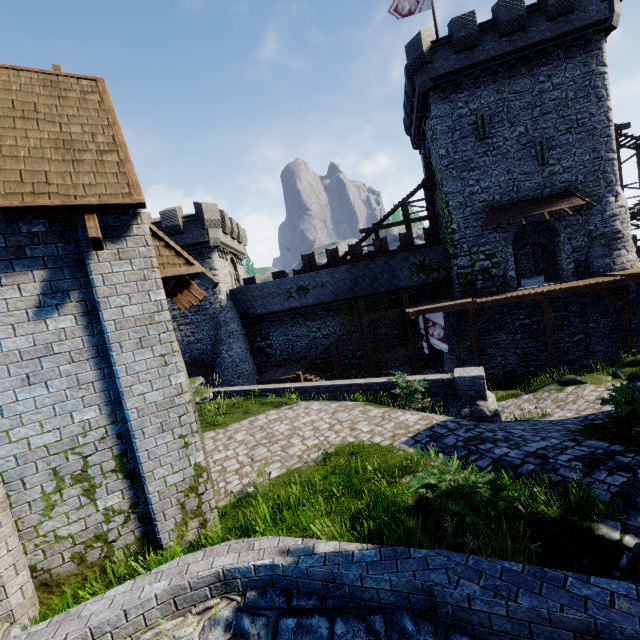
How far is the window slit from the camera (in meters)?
20.39

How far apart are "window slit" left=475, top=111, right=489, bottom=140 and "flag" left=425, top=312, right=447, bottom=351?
11.3m

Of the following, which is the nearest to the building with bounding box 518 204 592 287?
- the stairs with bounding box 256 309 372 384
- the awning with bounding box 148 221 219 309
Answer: the stairs with bounding box 256 309 372 384

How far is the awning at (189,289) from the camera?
5.95m

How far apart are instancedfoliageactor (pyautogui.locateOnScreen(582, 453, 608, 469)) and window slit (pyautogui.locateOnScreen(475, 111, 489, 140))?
20.9m

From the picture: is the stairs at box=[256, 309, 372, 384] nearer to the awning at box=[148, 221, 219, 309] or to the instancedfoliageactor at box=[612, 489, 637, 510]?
the awning at box=[148, 221, 219, 309]

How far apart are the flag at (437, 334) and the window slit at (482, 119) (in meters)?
11.29

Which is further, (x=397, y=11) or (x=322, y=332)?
(x=322, y=332)
